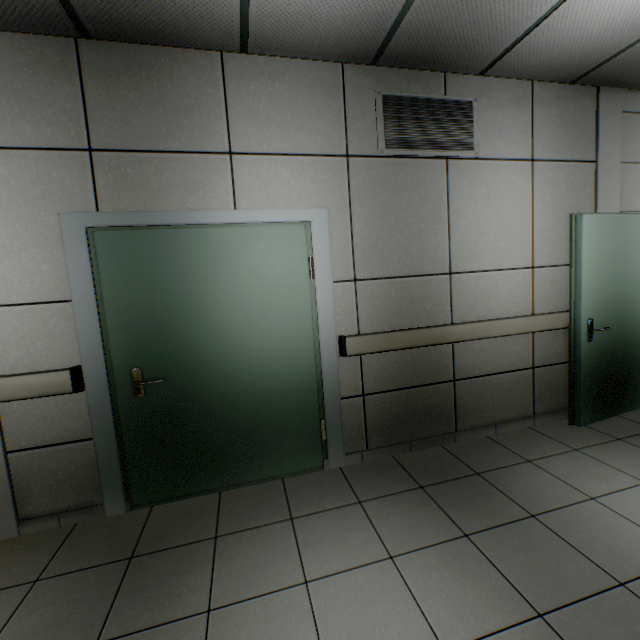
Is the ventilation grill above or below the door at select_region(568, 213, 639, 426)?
above

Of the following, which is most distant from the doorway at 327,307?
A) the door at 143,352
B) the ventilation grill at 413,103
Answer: the ventilation grill at 413,103

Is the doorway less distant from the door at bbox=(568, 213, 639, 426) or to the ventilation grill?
the ventilation grill

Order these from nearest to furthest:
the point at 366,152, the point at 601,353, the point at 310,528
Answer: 1. the point at 310,528
2. the point at 366,152
3. the point at 601,353

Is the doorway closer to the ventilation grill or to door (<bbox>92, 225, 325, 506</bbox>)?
door (<bbox>92, 225, 325, 506</bbox>)

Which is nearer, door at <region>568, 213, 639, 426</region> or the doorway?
the doorway

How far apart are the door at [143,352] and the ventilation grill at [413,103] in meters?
1.0 m
